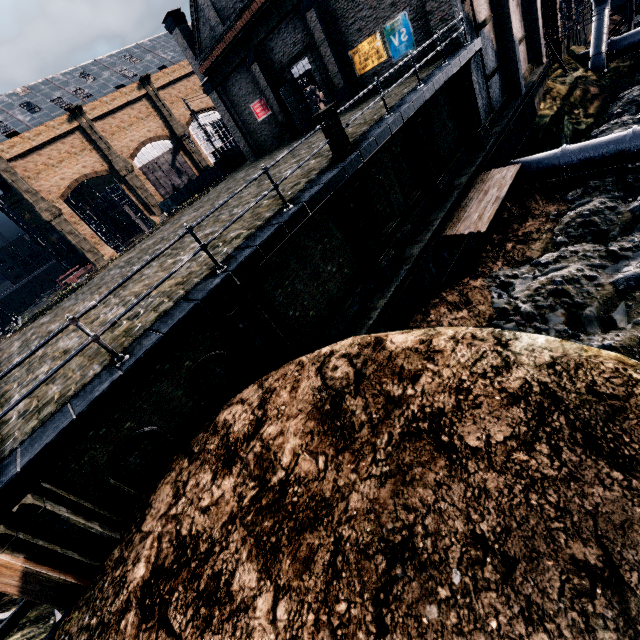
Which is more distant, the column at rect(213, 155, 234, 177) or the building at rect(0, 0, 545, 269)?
the column at rect(213, 155, 234, 177)

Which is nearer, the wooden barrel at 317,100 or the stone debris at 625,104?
the stone debris at 625,104

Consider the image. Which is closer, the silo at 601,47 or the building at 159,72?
the building at 159,72

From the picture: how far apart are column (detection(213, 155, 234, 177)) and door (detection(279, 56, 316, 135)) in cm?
1263

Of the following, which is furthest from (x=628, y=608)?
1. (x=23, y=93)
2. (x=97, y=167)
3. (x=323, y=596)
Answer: (x=23, y=93)

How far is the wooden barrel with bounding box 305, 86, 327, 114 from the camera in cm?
3231

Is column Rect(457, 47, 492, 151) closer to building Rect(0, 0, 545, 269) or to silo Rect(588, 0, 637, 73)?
building Rect(0, 0, 545, 269)

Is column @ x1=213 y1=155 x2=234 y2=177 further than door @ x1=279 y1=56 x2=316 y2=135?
Yes
